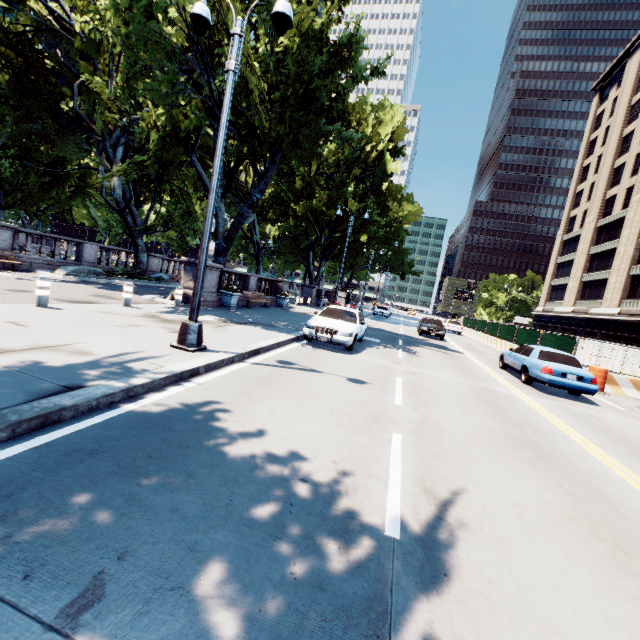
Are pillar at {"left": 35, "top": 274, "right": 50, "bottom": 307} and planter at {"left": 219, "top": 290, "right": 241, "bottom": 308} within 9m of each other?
yes

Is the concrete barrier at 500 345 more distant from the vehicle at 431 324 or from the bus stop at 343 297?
the bus stop at 343 297

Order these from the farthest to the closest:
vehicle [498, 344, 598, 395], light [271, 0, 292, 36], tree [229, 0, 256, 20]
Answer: vehicle [498, 344, 598, 395] < tree [229, 0, 256, 20] < light [271, 0, 292, 36]

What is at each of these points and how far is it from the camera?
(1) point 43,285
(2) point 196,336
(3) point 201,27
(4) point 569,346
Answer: (1) pillar, 8.34m
(2) light, 7.05m
(3) light, 6.74m
(4) fence, 15.34m

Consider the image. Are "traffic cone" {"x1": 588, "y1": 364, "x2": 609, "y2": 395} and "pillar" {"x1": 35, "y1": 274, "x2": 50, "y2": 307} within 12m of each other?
no

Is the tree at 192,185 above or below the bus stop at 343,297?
above

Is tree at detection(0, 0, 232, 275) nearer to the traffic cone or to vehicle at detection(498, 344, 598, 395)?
vehicle at detection(498, 344, 598, 395)

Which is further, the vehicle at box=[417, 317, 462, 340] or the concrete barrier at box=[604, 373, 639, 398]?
the vehicle at box=[417, 317, 462, 340]
